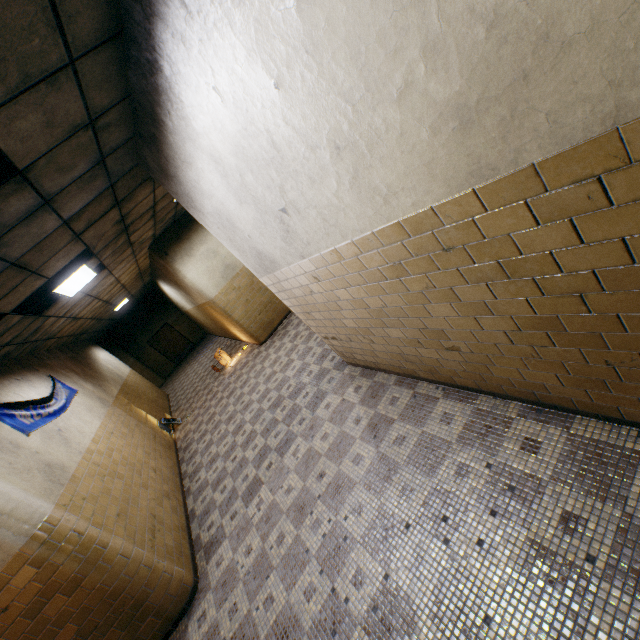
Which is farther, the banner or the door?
the door

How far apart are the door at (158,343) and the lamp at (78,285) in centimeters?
1363cm

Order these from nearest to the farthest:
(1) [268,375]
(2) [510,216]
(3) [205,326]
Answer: (2) [510,216], (1) [268,375], (3) [205,326]

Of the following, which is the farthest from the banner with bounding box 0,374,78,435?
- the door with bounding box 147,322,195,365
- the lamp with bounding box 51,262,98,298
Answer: the door with bounding box 147,322,195,365

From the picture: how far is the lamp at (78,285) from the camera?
5.21m

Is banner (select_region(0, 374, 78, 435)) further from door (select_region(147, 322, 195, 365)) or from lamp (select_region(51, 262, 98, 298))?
door (select_region(147, 322, 195, 365))

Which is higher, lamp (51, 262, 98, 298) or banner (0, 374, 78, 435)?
lamp (51, 262, 98, 298)
